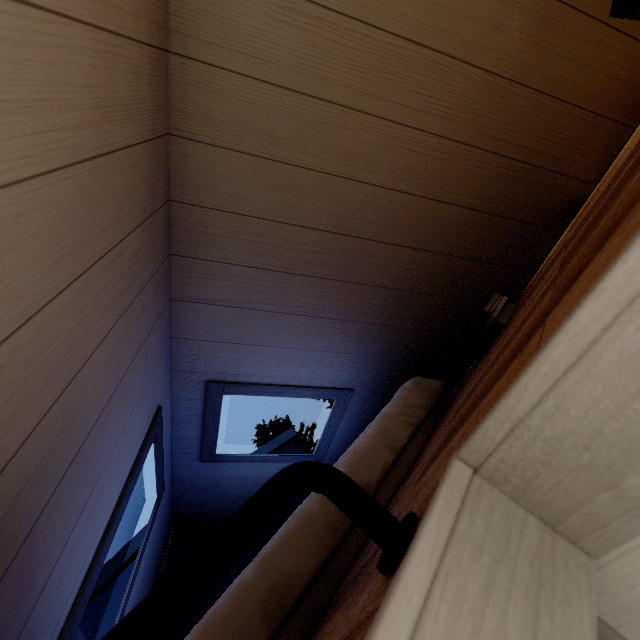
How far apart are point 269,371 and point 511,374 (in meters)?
1.60
